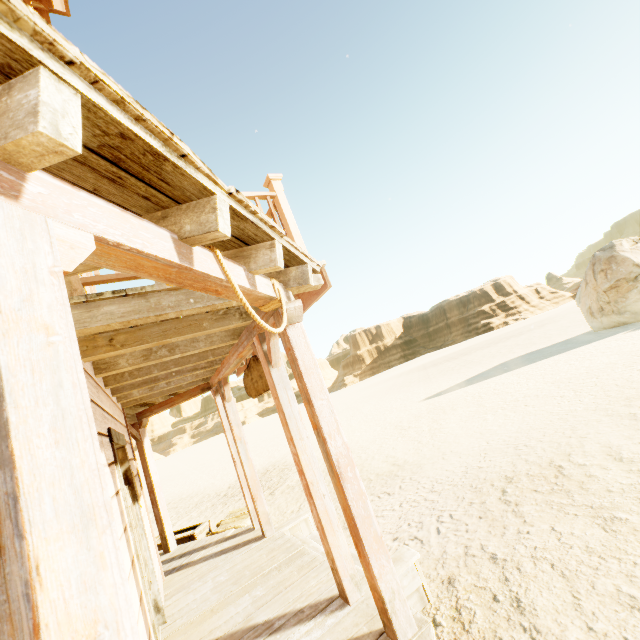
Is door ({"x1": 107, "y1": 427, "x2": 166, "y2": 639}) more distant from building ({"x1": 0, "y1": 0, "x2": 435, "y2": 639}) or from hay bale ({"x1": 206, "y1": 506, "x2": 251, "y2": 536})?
hay bale ({"x1": 206, "y1": 506, "x2": 251, "y2": 536})

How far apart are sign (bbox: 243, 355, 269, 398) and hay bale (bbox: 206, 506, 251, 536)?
2.9m

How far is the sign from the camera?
4.45m

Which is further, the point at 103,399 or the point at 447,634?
the point at 103,399

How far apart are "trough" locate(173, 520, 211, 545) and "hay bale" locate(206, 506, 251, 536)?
0.2m

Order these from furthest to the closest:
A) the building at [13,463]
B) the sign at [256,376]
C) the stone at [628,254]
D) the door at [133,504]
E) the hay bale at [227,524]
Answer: the stone at [628,254] < the hay bale at [227,524] < the sign at [256,376] < the door at [133,504] < the building at [13,463]

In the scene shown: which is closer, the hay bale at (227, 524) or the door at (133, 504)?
the door at (133, 504)

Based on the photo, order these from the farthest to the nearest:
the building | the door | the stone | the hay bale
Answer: the stone → the hay bale → the door → the building
